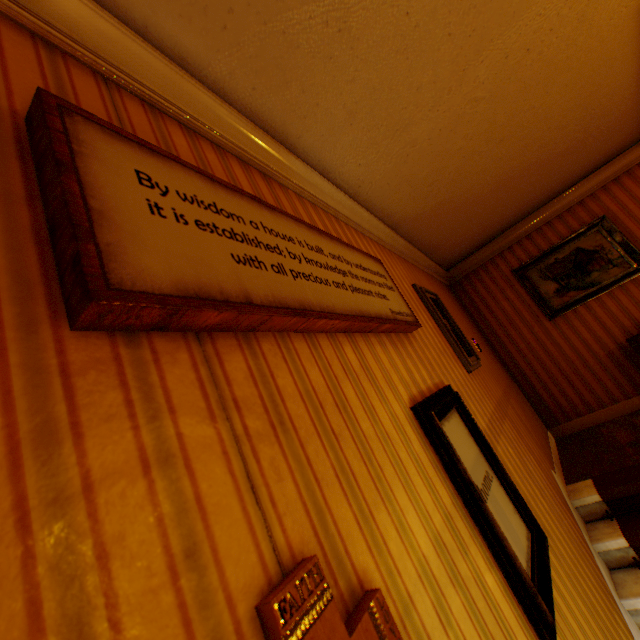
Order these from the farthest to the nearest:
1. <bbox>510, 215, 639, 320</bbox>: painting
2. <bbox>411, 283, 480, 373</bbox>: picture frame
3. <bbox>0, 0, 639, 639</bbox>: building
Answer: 1. <bbox>510, 215, 639, 320</bbox>: painting
2. <bbox>411, 283, 480, 373</bbox>: picture frame
3. <bbox>0, 0, 639, 639</bbox>: building

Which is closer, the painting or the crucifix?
the crucifix

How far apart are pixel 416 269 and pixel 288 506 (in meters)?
3.84

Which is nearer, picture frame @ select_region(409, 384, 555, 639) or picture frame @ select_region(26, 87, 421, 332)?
picture frame @ select_region(26, 87, 421, 332)

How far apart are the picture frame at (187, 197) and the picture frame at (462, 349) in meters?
1.0 m

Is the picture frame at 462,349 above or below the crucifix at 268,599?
above

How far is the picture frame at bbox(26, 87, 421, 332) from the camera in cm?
61

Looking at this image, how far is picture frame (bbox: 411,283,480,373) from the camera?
3.0 meters
